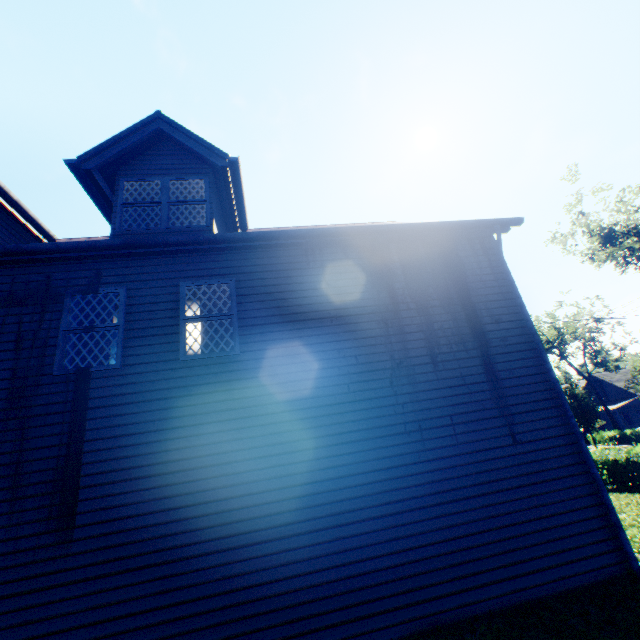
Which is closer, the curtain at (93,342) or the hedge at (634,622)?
the hedge at (634,622)

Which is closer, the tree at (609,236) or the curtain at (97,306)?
the curtain at (97,306)

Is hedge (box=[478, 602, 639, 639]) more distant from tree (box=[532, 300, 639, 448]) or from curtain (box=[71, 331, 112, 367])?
tree (box=[532, 300, 639, 448])

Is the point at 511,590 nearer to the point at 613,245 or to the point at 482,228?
the point at 482,228

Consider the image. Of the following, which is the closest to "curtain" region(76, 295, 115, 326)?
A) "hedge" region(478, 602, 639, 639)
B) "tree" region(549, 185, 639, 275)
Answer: "hedge" region(478, 602, 639, 639)

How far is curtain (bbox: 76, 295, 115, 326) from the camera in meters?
6.1 m
